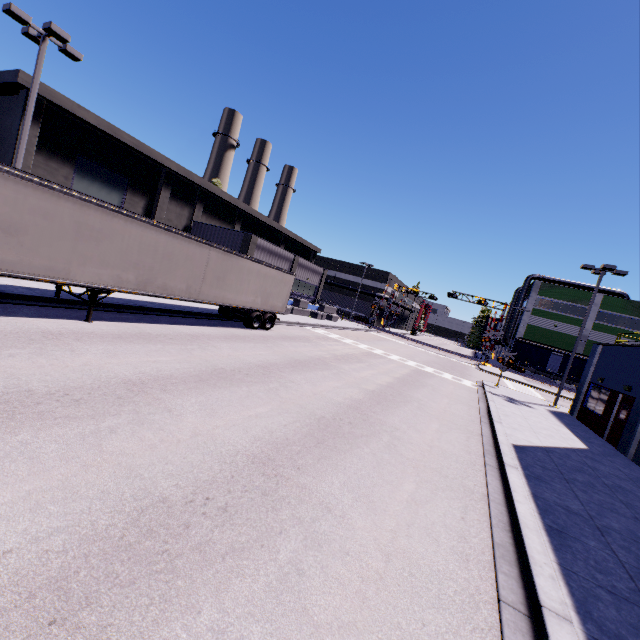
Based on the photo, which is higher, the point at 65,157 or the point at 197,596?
the point at 65,157

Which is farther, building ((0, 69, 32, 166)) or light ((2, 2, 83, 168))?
building ((0, 69, 32, 166))

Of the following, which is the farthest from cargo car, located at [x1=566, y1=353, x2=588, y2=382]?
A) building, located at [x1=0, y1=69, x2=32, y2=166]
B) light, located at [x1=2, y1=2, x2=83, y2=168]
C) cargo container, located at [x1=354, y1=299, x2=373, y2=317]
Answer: light, located at [x1=2, y1=2, x2=83, y2=168]

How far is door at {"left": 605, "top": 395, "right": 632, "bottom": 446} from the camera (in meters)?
15.25

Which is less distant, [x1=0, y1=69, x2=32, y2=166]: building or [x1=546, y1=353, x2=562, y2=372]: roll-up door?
[x1=0, y1=69, x2=32, y2=166]: building

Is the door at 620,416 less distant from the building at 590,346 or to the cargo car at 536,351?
the building at 590,346

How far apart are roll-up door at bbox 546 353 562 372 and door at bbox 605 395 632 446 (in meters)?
39.67

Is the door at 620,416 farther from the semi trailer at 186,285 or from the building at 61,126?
the semi trailer at 186,285
